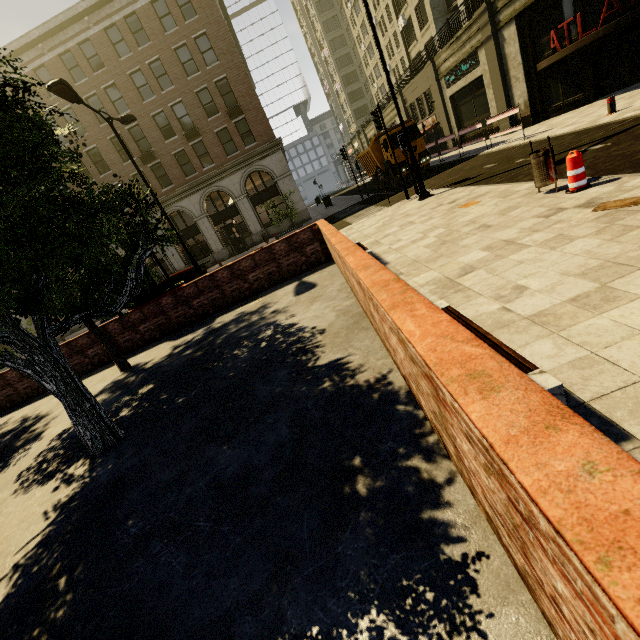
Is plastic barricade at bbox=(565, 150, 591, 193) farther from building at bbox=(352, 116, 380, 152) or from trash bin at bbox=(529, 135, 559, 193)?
building at bbox=(352, 116, 380, 152)

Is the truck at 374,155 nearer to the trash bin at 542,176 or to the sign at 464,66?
the sign at 464,66

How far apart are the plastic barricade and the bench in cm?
468

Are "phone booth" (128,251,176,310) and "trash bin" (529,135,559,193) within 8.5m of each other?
no

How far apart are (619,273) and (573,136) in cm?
1128

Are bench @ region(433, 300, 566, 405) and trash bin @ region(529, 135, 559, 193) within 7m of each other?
yes

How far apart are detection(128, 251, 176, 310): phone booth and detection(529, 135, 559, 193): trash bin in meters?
10.5 m

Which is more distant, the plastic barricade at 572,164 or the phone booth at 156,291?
the phone booth at 156,291
